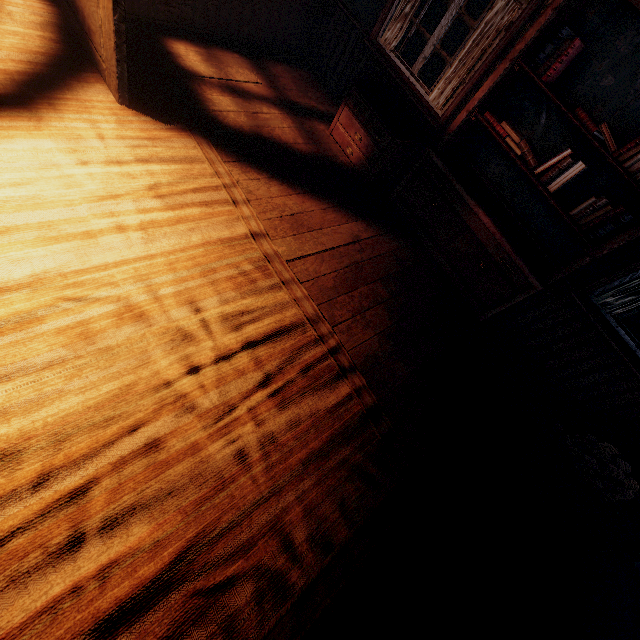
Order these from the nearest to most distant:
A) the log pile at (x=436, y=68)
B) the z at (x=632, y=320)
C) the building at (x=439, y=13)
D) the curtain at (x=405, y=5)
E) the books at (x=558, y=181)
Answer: the building at (x=439, y=13), the books at (x=558, y=181), the curtain at (x=405, y=5), the log pile at (x=436, y=68), the z at (x=632, y=320)

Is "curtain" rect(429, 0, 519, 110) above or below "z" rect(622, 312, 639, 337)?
above

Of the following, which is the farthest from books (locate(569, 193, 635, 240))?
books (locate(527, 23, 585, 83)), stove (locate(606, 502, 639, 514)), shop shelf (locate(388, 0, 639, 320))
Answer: stove (locate(606, 502, 639, 514))

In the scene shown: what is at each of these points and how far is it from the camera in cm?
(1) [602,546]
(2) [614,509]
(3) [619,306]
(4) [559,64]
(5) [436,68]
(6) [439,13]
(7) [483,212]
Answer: (1) stove, 302
(2) stove, 331
(3) curtain, 323
(4) books, 282
(5) log pile, 724
(6) building, 711
(7) shop shelf, 343

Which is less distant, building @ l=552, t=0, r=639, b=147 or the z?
building @ l=552, t=0, r=639, b=147

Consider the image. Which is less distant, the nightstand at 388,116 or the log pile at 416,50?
the nightstand at 388,116

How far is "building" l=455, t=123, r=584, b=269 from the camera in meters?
3.4 m

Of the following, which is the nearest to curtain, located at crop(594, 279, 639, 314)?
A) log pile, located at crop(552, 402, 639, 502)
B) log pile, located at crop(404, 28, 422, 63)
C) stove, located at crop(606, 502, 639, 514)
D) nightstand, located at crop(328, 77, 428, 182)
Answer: log pile, located at crop(552, 402, 639, 502)
